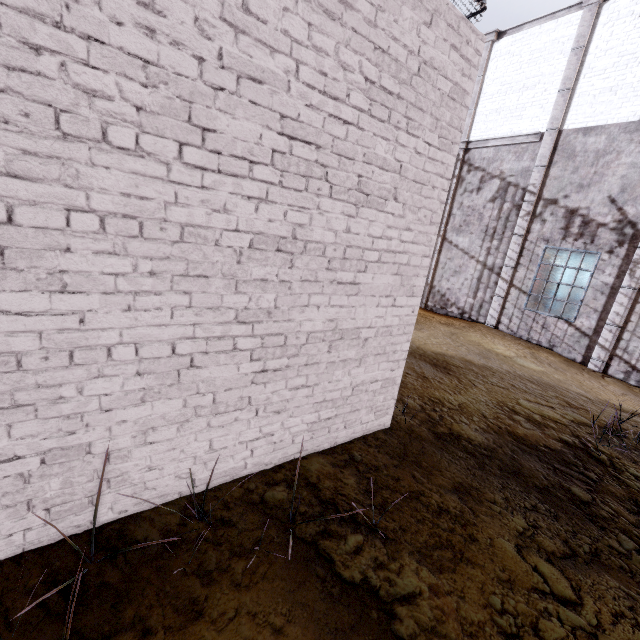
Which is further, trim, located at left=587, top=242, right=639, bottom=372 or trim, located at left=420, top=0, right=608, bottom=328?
trim, located at left=420, top=0, right=608, bottom=328

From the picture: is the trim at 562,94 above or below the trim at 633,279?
above

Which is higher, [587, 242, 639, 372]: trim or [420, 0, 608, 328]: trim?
[420, 0, 608, 328]: trim

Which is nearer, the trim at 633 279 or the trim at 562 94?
the trim at 633 279

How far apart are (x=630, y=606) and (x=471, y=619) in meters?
1.3
